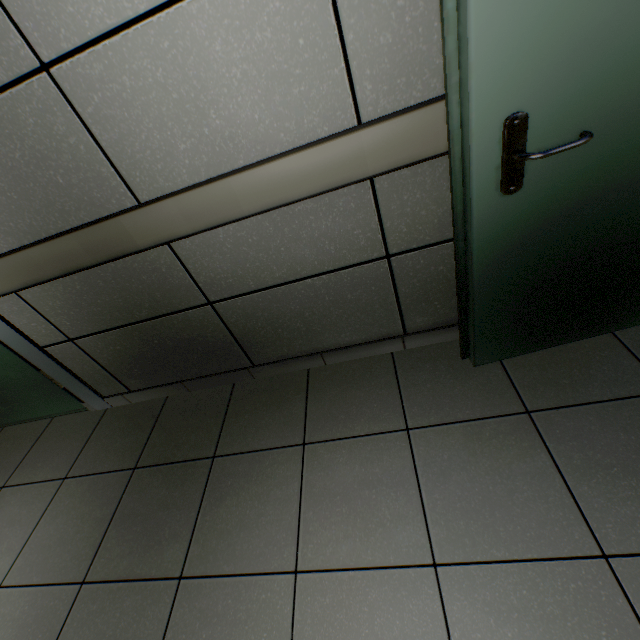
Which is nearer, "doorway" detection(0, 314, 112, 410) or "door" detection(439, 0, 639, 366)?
"door" detection(439, 0, 639, 366)

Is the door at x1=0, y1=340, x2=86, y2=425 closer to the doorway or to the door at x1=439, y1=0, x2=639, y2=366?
the doorway

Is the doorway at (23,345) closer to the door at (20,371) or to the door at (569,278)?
the door at (20,371)

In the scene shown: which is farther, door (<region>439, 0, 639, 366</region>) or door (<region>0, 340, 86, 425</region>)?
door (<region>0, 340, 86, 425</region>)

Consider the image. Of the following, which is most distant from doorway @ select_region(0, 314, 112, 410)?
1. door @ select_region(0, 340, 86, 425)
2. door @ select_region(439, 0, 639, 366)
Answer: door @ select_region(439, 0, 639, 366)

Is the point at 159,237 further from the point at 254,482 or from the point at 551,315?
the point at 551,315
